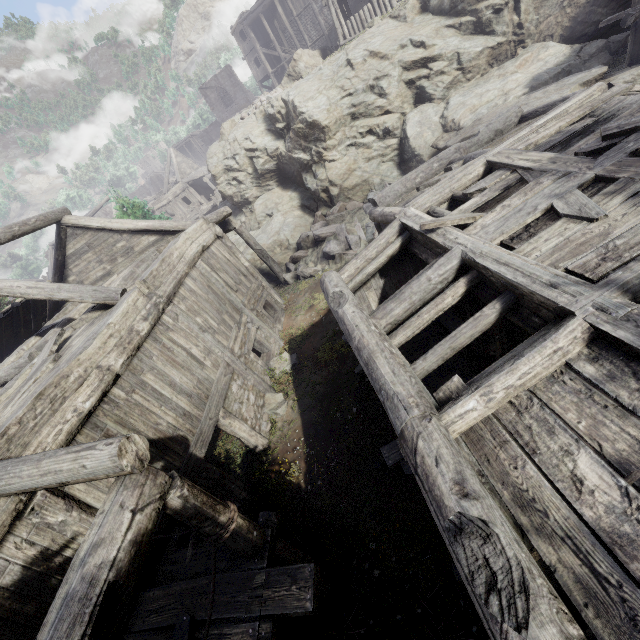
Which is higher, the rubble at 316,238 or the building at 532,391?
the building at 532,391

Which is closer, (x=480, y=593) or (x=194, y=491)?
(x=480, y=593)

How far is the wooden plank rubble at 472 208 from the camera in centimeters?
518cm

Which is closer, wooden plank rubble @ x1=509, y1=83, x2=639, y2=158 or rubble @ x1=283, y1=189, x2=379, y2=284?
wooden plank rubble @ x1=509, y1=83, x2=639, y2=158

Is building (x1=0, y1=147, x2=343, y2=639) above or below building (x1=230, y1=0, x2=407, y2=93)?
below

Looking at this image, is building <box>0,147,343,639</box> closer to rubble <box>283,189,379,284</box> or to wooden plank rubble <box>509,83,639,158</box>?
wooden plank rubble <box>509,83,639,158</box>

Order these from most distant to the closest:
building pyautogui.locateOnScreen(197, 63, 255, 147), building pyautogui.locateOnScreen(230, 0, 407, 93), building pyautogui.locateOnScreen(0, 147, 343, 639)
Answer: building pyautogui.locateOnScreen(197, 63, 255, 147), building pyautogui.locateOnScreen(230, 0, 407, 93), building pyautogui.locateOnScreen(0, 147, 343, 639)
